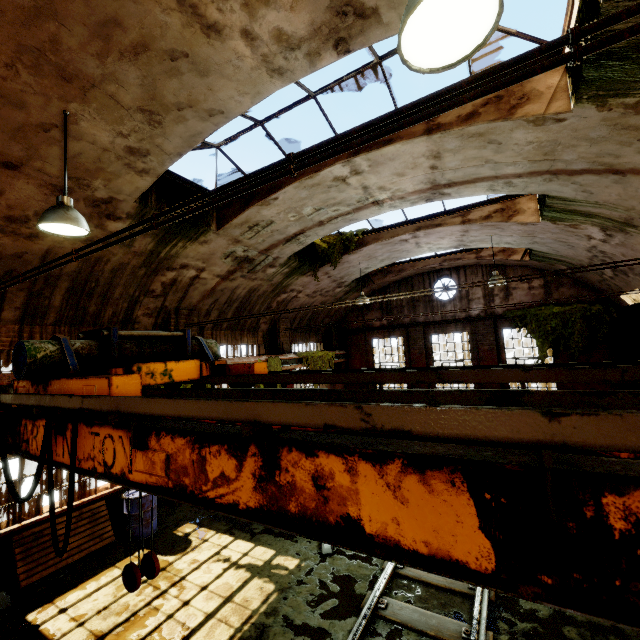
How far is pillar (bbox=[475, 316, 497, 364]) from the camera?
14.55m

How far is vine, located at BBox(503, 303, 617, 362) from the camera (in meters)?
12.66

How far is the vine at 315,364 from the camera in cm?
1455

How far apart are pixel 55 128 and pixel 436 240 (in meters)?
10.52

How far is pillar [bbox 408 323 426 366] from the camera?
16.1 meters

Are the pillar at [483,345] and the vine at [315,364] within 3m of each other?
no

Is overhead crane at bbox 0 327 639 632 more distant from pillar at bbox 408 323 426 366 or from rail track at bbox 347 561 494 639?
pillar at bbox 408 323 426 366

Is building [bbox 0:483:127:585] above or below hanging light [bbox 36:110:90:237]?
below
